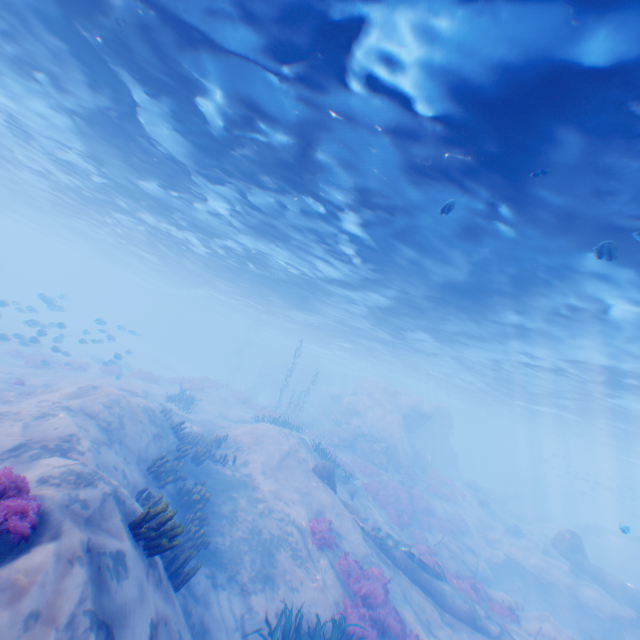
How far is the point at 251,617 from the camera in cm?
850

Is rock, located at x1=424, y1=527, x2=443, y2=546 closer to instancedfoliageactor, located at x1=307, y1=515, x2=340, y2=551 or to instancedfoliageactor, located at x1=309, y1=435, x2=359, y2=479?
instancedfoliageactor, located at x1=307, y1=515, x2=340, y2=551

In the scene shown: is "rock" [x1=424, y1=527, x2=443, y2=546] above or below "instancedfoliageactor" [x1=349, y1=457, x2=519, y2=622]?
below

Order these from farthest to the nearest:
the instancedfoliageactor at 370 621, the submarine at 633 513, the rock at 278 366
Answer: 1. the submarine at 633 513
2. the rock at 278 366
3. the instancedfoliageactor at 370 621

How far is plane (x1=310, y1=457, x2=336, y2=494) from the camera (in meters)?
16.48

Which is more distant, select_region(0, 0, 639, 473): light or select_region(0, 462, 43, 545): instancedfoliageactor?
select_region(0, 0, 639, 473): light

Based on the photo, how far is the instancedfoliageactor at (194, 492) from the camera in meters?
5.7 m

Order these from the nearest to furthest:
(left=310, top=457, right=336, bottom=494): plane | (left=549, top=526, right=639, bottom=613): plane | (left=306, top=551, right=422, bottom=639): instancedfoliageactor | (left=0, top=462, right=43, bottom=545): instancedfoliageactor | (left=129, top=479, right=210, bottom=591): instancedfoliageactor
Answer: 1. (left=0, top=462, right=43, bottom=545): instancedfoliageactor
2. (left=129, top=479, right=210, bottom=591): instancedfoliageactor
3. (left=306, top=551, right=422, bottom=639): instancedfoliageactor
4. (left=310, top=457, right=336, bottom=494): plane
5. (left=549, top=526, right=639, bottom=613): plane
